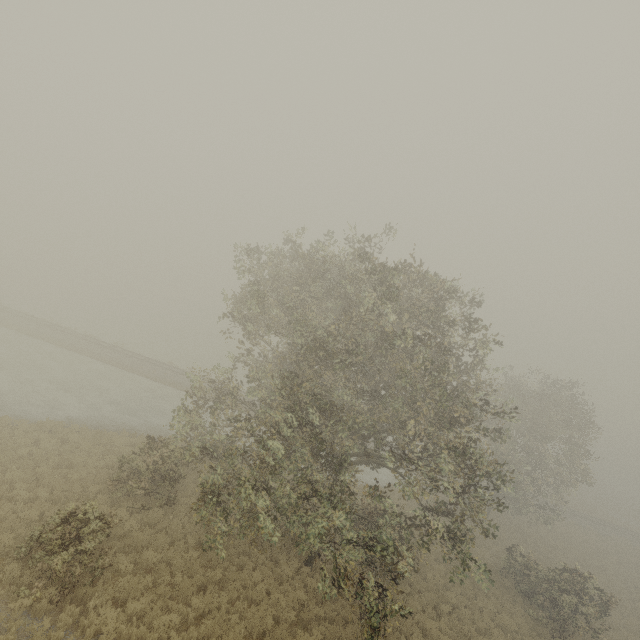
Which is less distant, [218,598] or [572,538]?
[218,598]
